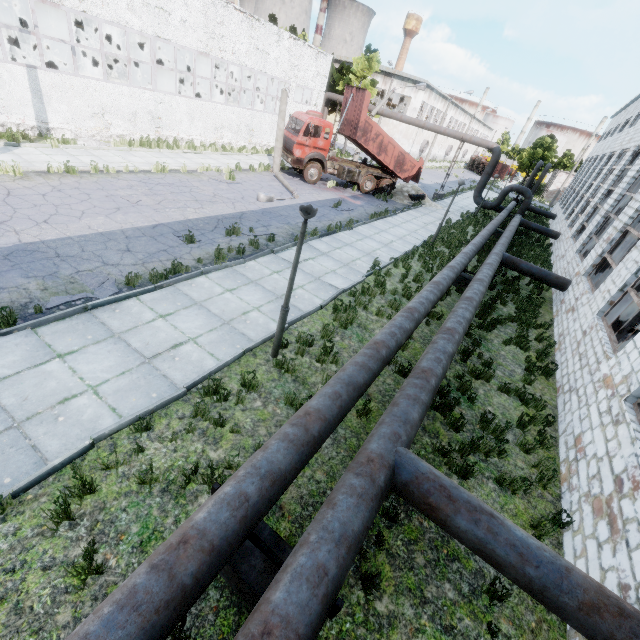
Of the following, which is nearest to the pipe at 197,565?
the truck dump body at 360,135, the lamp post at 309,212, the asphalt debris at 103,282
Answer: the lamp post at 309,212

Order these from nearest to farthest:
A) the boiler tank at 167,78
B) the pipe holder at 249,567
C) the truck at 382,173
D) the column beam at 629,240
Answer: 1. the pipe holder at 249,567
2. the column beam at 629,240
3. the truck at 382,173
4. the boiler tank at 167,78

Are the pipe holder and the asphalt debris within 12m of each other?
yes

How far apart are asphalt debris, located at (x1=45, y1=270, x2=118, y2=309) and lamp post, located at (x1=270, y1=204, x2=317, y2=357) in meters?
3.9

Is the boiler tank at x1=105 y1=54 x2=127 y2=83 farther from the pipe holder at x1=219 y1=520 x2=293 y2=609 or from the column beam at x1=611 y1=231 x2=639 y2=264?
the pipe holder at x1=219 y1=520 x2=293 y2=609

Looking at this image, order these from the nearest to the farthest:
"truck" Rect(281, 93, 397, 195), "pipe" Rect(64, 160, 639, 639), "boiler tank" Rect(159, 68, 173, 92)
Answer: "pipe" Rect(64, 160, 639, 639) → "truck" Rect(281, 93, 397, 195) → "boiler tank" Rect(159, 68, 173, 92)

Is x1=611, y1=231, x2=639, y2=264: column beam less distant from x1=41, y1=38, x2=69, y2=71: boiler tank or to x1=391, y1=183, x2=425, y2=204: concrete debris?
x1=391, y1=183, x2=425, y2=204: concrete debris

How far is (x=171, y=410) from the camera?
5.43m
